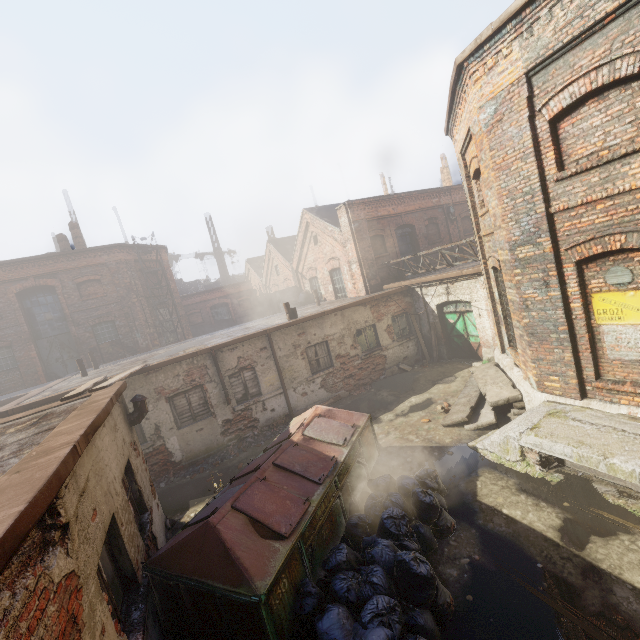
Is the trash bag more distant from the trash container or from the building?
the building

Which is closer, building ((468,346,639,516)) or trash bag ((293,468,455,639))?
trash bag ((293,468,455,639))

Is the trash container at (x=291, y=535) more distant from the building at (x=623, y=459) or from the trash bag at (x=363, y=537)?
the building at (x=623, y=459)

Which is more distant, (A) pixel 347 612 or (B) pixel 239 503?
(B) pixel 239 503

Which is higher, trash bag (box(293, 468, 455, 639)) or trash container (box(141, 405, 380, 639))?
trash container (box(141, 405, 380, 639))
